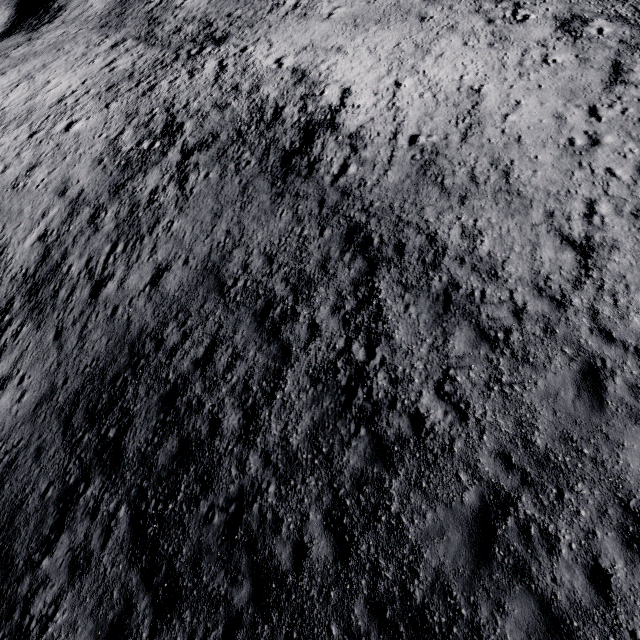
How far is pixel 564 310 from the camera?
8.5 meters
